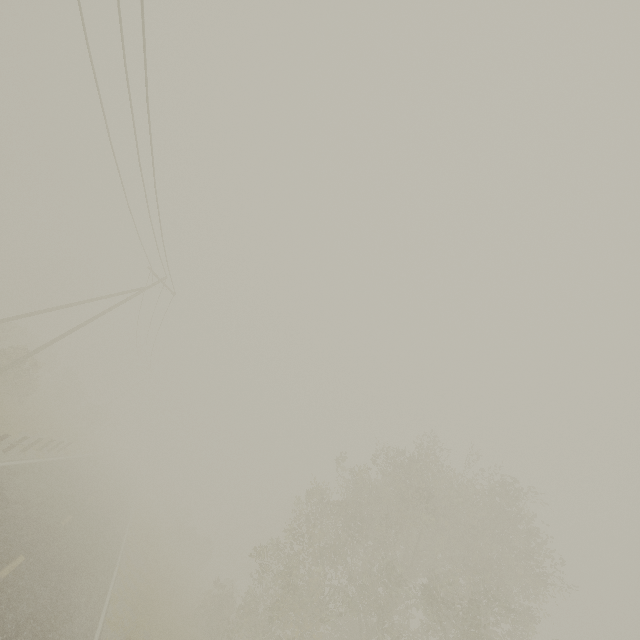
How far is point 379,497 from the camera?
20.59m
